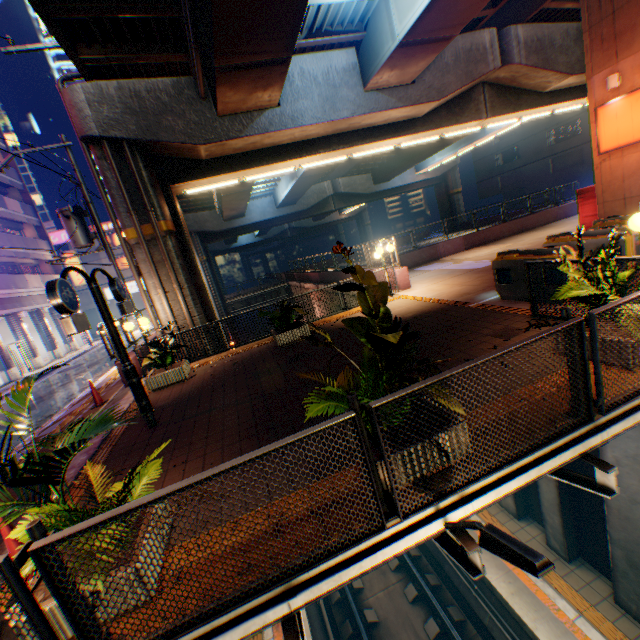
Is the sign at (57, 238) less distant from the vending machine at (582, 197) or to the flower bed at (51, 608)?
the flower bed at (51, 608)

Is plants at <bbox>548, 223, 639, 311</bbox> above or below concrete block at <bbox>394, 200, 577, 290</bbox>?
above

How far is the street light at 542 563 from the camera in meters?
1.9

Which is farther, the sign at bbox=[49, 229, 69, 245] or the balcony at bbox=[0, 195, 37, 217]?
the sign at bbox=[49, 229, 69, 245]

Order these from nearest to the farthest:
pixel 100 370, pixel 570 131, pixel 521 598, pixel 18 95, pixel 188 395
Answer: pixel 521 598
pixel 188 395
pixel 100 370
pixel 570 131
pixel 18 95

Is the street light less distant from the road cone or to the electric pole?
the road cone

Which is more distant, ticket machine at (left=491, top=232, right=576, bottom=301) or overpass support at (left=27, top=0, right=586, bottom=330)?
overpass support at (left=27, top=0, right=586, bottom=330)

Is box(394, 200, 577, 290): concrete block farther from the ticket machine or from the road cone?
the road cone
